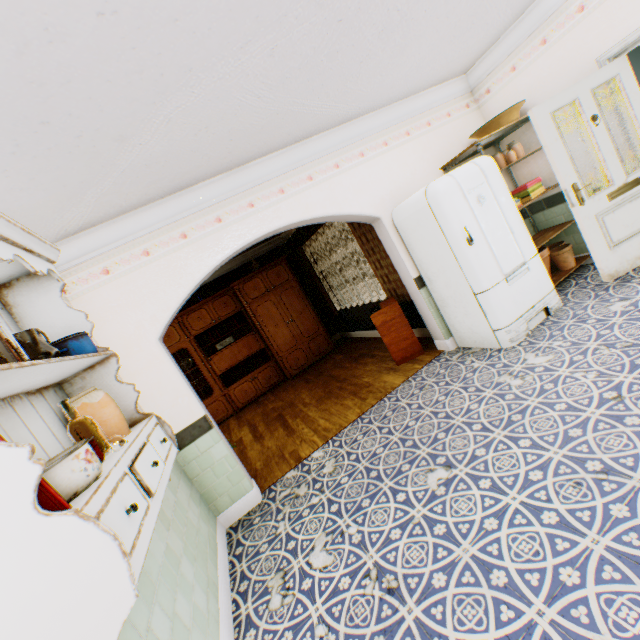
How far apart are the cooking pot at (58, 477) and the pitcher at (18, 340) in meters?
0.4 m

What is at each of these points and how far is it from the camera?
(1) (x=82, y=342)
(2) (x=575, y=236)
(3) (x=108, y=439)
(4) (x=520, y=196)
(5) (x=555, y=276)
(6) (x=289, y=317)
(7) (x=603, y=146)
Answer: (1) cooking pot, 1.7 meters
(2) building, 4.6 meters
(3) jar, 1.7 meters
(4) towel, 4.4 meters
(5) shelf, 4.4 meters
(6) cabinet, 7.5 meters
(7) door, 3.5 meters

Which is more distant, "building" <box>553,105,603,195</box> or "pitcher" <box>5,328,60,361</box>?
"building" <box>553,105,603,195</box>

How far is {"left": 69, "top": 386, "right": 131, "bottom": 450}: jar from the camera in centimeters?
166cm

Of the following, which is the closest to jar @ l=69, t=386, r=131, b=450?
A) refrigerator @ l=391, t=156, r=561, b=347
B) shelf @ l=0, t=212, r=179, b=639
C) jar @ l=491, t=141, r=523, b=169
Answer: shelf @ l=0, t=212, r=179, b=639

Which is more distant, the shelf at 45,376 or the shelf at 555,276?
the shelf at 555,276

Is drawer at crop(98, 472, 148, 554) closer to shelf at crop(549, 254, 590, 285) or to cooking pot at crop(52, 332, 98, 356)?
cooking pot at crop(52, 332, 98, 356)

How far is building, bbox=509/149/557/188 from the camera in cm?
440
